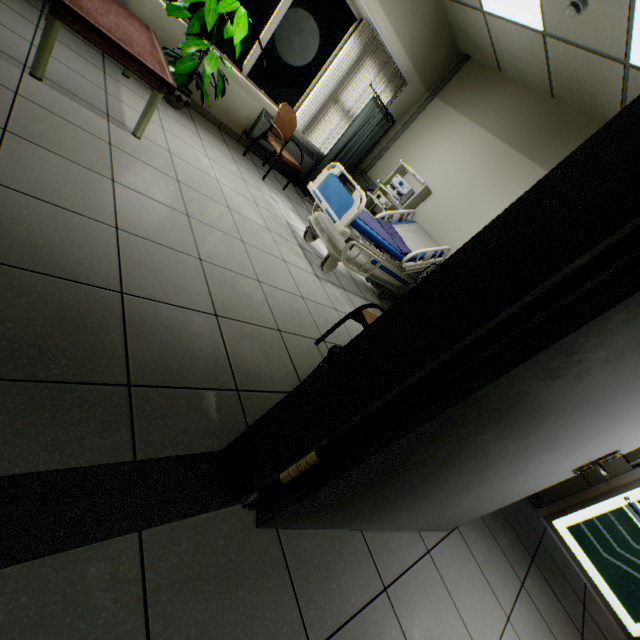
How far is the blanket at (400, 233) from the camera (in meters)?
3.65

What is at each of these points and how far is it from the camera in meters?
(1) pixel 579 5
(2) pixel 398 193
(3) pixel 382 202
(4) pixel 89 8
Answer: (1) fire alarm, 2.8 m
(2) defibrillator, 4.7 m
(3) health monitor, 4.8 m
(4) table, 2.2 m

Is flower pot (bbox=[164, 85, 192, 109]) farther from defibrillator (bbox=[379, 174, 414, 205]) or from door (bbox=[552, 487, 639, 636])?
door (bbox=[552, 487, 639, 636])

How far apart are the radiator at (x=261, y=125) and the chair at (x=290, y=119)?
0.3m

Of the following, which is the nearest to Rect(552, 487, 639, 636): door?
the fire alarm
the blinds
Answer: the fire alarm

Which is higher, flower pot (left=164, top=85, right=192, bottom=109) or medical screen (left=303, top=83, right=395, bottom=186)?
medical screen (left=303, top=83, right=395, bottom=186)

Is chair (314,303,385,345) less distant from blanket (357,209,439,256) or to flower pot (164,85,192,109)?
blanket (357,209,439,256)

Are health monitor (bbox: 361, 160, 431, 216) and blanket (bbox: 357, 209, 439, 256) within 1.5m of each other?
yes
